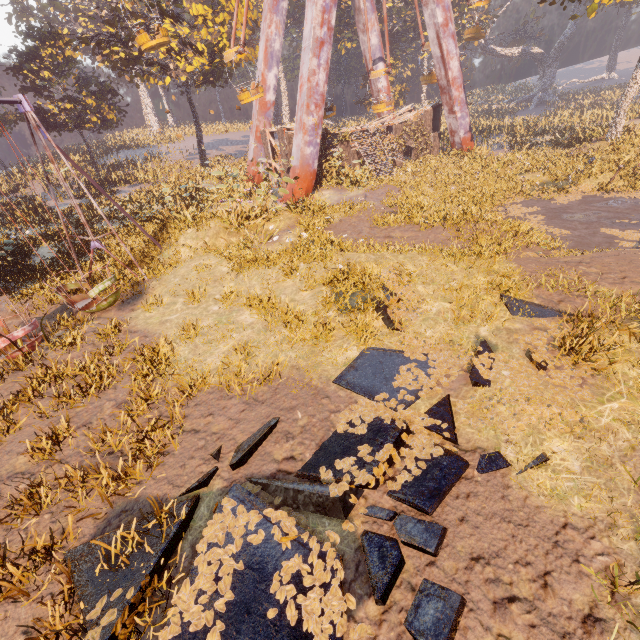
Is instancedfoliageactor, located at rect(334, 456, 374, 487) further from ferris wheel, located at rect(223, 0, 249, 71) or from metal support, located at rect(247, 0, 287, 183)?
ferris wheel, located at rect(223, 0, 249, 71)

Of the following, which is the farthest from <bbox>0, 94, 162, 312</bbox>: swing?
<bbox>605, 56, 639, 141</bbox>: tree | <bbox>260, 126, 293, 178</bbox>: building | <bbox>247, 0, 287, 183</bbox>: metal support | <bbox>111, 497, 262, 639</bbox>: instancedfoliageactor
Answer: <bbox>605, 56, 639, 141</bbox>: tree

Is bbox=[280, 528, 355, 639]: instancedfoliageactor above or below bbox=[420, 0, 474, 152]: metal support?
below

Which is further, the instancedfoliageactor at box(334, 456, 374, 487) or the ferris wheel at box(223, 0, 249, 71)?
the ferris wheel at box(223, 0, 249, 71)

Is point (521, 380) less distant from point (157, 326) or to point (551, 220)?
point (157, 326)

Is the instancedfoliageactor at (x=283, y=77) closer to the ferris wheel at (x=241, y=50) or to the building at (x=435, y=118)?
the building at (x=435, y=118)

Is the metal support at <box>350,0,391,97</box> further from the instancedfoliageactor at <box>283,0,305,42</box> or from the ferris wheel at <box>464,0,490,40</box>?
the instancedfoliageactor at <box>283,0,305,42</box>

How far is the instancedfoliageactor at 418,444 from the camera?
5.05m
